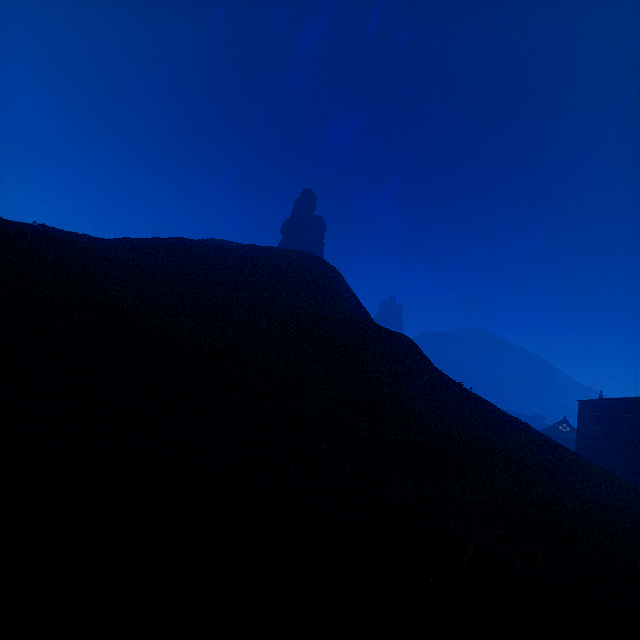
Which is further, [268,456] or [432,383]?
[432,383]

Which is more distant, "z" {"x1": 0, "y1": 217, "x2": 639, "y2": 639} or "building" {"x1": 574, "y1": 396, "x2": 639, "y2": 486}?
"building" {"x1": 574, "y1": 396, "x2": 639, "y2": 486}

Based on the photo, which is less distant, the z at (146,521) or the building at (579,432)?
the z at (146,521)
